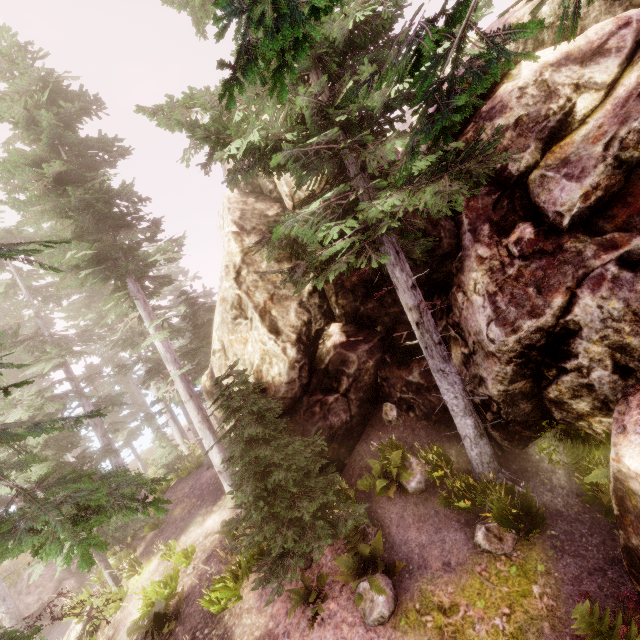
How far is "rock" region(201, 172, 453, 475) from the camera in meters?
10.5 m

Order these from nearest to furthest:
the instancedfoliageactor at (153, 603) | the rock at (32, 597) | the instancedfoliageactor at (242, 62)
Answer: the instancedfoliageactor at (242, 62) → the instancedfoliageactor at (153, 603) → the rock at (32, 597)

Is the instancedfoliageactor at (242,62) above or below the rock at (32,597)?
above

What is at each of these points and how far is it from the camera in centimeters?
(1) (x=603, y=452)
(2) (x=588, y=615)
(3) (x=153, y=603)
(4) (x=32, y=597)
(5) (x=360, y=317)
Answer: (1) instancedfoliageactor, 642cm
(2) instancedfoliageactor, 389cm
(3) instancedfoliageactor, 1131cm
(4) rock, 1912cm
(5) rock, 1147cm

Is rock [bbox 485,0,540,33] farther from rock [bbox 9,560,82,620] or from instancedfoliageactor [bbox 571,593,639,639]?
rock [bbox 9,560,82,620]

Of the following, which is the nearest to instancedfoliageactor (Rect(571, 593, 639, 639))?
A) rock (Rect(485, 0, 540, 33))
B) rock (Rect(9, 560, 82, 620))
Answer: rock (Rect(485, 0, 540, 33))
